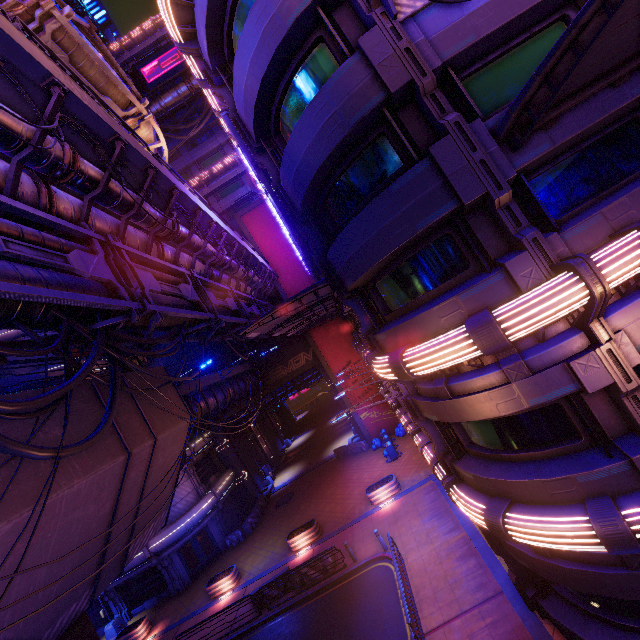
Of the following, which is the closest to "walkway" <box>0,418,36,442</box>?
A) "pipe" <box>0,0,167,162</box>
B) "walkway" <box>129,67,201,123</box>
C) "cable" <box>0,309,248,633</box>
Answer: "pipe" <box>0,0,167,162</box>

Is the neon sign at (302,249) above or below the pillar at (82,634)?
above

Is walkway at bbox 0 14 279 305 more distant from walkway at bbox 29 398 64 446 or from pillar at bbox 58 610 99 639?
pillar at bbox 58 610 99 639

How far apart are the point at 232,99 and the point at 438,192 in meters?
8.9

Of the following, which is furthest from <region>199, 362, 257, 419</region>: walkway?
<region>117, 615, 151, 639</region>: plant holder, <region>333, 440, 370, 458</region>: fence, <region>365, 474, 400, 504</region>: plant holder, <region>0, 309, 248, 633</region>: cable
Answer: <region>117, 615, 151, 639</region>: plant holder

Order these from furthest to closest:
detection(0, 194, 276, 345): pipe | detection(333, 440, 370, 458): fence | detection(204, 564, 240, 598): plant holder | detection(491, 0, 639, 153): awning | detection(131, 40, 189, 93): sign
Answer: detection(131, 40, 189, 93): sign
detection(333, 440, 370, 458): fence
detection(204, 564, 240, 598): plant holder
detection(0, 194, 276, 345): pipe
detection(491, 0, 639, 153): awning

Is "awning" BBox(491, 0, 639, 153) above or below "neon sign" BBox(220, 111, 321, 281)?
below

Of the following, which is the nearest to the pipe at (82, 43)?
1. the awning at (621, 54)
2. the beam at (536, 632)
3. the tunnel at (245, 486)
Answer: the tunnel at (245, 486)
